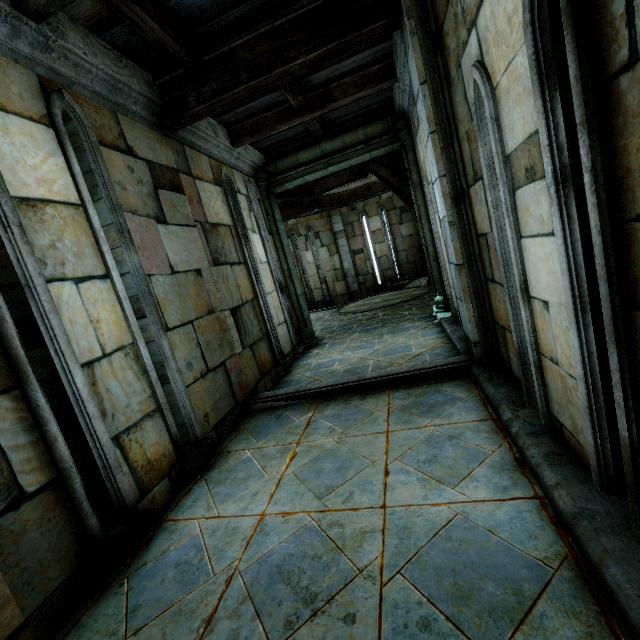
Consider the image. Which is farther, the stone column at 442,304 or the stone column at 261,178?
the stone column at 261,178

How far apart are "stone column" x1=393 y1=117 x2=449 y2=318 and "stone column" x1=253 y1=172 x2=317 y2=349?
2.6 meters

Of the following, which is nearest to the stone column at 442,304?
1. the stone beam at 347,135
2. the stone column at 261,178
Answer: the stone beam at 347,135

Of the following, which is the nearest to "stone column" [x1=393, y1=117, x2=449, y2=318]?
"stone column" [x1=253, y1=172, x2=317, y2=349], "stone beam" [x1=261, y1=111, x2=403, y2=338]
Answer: "stone beam" [x1=261, y1=111, x2=403, y2=338]

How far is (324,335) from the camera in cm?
824

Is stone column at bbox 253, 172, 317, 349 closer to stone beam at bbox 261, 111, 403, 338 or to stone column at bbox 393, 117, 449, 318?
stone beam at bbox 261, 111, 403, 338

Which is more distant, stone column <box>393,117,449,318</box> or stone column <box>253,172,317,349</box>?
stone column <box>253,172,317,349</box>
